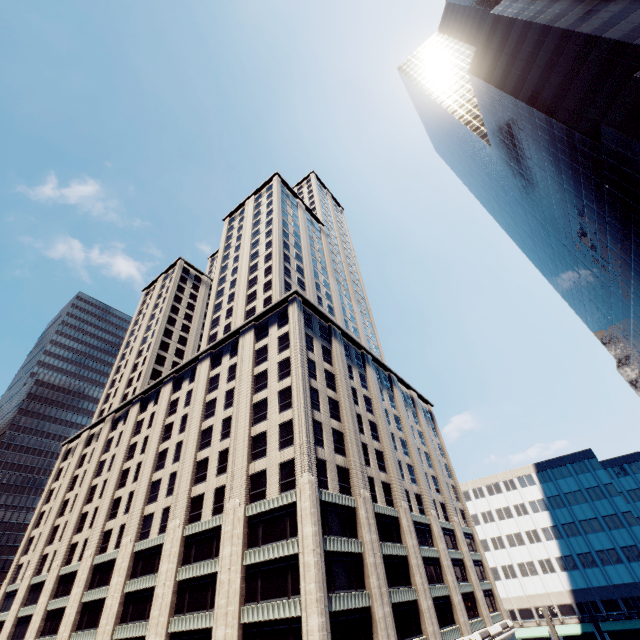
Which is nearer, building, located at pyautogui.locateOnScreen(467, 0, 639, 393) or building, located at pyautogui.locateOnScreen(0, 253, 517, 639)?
building, located at pyautogui.locateOnScreen(0, 253, 517, 639)

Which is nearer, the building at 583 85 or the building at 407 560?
the building at 407 560

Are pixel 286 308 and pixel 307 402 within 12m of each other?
no
